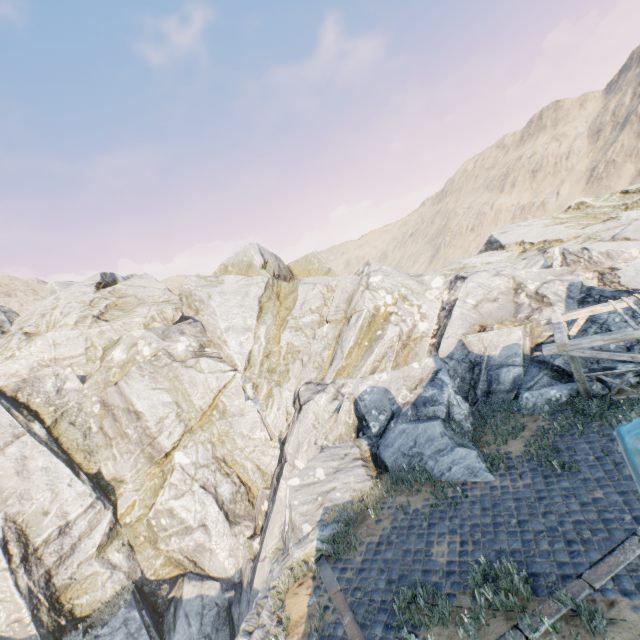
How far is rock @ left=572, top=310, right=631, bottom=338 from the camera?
11.34m

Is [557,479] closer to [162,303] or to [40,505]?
[40,505]

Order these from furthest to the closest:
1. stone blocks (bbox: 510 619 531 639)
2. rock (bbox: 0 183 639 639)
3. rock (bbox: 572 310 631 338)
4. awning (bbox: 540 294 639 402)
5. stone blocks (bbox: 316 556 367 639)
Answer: rock (bbox: 0 183 639 639)
rock (bbox: 572 310 631 338)
awning (bbox: 540 294 639 402)
stone blocks (bbox: 316 556 367 639)
stone blocks (bbox: 510 619 531 639)

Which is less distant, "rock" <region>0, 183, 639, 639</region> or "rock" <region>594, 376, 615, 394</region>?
"rock" <region>594, 376, 615, 394</region>

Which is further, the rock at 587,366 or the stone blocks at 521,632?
the rock at 587,366

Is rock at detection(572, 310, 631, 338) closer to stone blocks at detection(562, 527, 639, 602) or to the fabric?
stone blocks at detection(562, 527, 639, 602)

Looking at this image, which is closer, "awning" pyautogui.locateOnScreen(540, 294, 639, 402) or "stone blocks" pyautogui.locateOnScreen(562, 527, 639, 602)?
"stone blocks" pyautogui.locateOnScreen(562, 527, 639, 602)

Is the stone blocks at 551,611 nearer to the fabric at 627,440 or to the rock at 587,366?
the rock at 587,366
